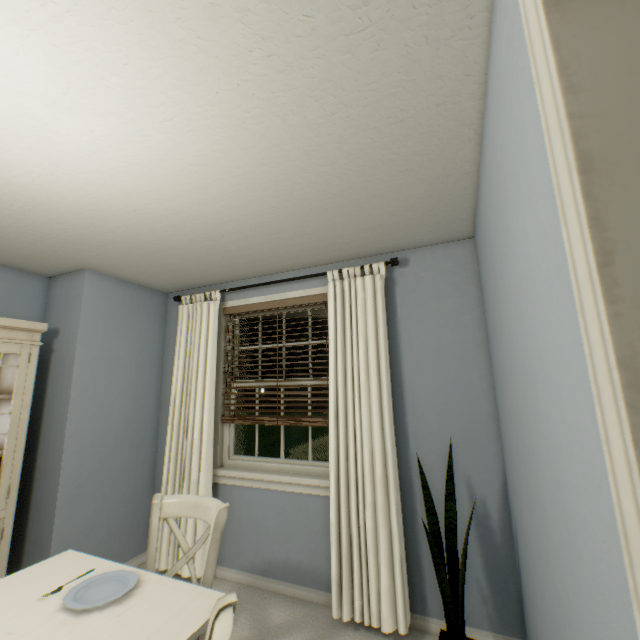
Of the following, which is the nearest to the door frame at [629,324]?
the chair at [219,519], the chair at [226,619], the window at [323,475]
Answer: the chair at [226,619]

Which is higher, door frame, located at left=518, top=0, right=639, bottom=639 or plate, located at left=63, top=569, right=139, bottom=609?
door frame, located at left=518, top=0, right=639, bottom=639

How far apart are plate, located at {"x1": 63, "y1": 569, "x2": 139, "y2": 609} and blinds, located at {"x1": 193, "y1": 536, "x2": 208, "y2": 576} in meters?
1.2

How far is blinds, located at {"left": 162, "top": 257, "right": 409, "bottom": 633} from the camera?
2.0m

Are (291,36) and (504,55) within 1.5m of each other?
yes

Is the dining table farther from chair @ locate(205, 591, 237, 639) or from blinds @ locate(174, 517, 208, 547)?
blinds @ locate(174, 517, 208, 547)

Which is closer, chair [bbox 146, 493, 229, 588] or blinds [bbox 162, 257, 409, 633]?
chair [bbox 146, 493, 229, 588]

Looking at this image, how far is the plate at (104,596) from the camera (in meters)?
1.10
